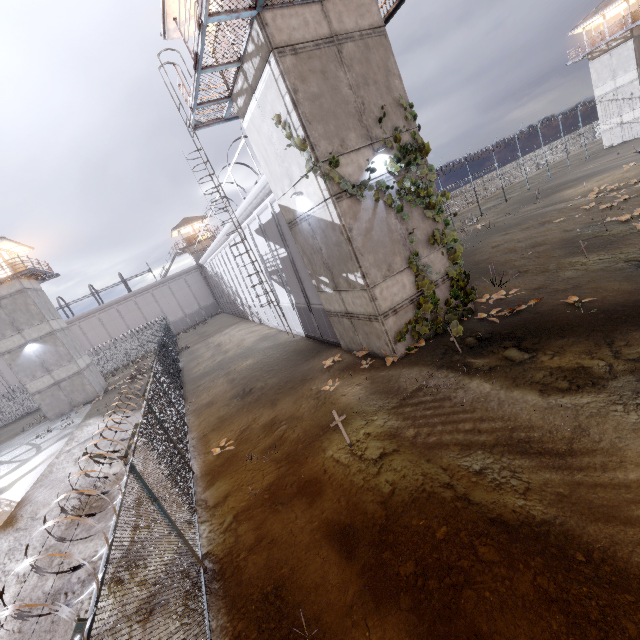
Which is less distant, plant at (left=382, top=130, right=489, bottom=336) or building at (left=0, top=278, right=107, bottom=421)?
plant at (left=382, top=130, right=489, bottom=336)

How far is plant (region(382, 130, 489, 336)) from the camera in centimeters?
1015cm

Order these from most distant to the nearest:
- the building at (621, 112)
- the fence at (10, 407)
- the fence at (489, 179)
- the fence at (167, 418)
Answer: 1. the fence at (10, 407)
2. the building at (621, 112)
3. the fence at (489, 179)
4. the fence at (167, 418)

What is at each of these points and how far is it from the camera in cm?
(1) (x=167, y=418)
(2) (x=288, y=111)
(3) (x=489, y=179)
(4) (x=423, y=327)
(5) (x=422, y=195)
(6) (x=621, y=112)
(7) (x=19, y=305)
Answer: (1) fence, 1111
(2) building, 919
(3) fence, 4359
(4) plant, 1105
(5) plant, 1073
(6) building, 3766
(7) building, 2636

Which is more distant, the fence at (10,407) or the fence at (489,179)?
the fence at (10,407)

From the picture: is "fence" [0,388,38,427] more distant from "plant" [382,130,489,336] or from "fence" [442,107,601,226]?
"fence" [442,107,601,226]

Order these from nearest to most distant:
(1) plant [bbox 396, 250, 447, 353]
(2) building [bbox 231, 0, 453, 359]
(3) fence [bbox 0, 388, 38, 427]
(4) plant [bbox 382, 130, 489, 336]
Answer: (2) building [bbox 231, 0, 453, 359] < (4) plant [bbox 382, 130, 489, 336] < (1) plant [bbox 396, 250, 447, 353] < (3) fence [bbox 0, 388, 38, 427]
